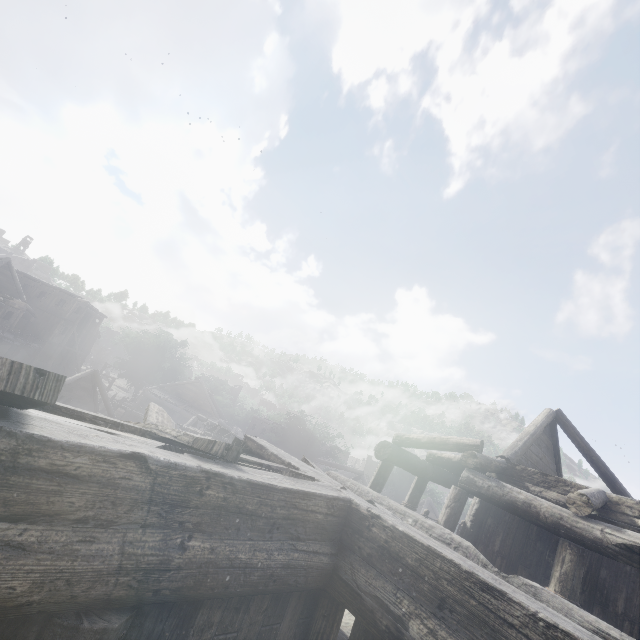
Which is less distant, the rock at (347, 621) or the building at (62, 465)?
the building at (62, 465)

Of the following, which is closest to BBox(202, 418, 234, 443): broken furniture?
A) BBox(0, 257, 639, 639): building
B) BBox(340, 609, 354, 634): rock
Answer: BBox(0, 257, 639, 639): building

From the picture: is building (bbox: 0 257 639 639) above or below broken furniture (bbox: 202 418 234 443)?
above

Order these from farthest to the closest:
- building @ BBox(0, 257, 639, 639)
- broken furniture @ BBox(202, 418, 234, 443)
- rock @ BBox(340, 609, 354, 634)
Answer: broken furniture @ BBox(202, 418, 234, 443), rock @ BBox(340, 609, 354, 634), building @ BBox(0, 257, 639, 639)

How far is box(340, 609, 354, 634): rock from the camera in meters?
8.6

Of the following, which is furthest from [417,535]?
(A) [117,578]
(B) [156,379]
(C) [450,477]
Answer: (B) [156,379]

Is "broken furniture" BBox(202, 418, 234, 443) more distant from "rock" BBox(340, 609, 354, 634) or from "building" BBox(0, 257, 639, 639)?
"rock" BBox(340, 609, 354, 634)

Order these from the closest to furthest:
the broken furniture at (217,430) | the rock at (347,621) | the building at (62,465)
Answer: the building at (62,465), the rock at (347,621), the broken furniture at (217,430)
